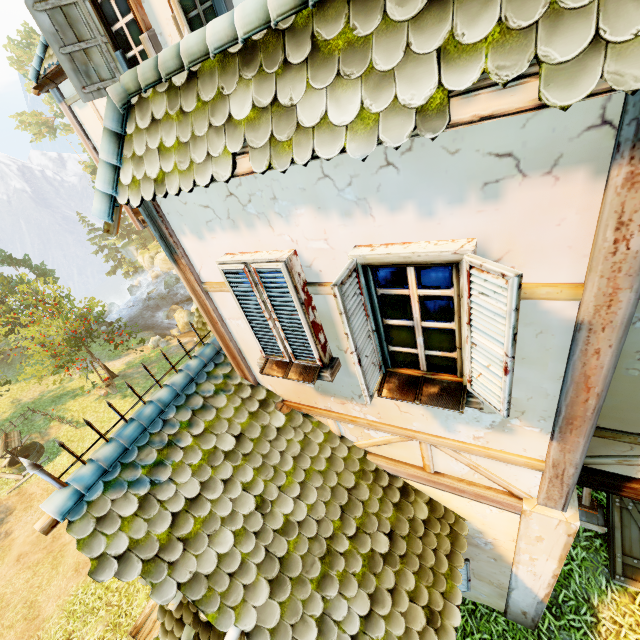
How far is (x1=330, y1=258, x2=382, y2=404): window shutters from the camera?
2.1 meters

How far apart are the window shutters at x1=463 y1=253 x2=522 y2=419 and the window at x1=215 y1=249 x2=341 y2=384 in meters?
1.3

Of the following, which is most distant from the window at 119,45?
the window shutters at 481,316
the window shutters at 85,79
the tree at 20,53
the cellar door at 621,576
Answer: the tree at 20,53

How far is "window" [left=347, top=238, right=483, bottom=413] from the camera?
2.0 meters

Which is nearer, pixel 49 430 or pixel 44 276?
pixel 49 430

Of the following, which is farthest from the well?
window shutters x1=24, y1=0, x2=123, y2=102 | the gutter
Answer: window shutters x1=24, y1=0, x2=123, y2=102

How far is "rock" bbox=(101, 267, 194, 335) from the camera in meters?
25.8 m

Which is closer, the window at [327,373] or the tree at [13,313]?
the window at [327,373]
